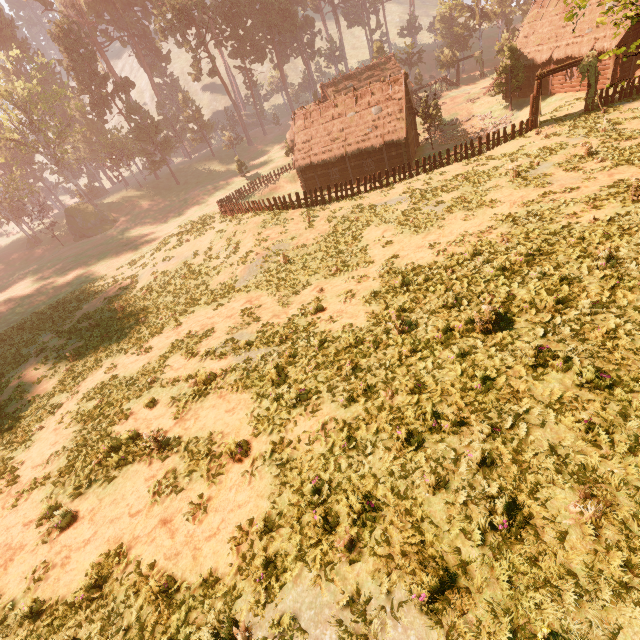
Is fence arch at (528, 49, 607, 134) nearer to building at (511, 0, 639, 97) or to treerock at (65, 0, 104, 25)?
treerock at (65, 0, 104, 25)

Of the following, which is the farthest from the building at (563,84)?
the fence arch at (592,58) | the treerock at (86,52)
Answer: the fence arch at (592,58)

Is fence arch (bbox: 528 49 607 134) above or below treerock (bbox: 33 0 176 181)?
below

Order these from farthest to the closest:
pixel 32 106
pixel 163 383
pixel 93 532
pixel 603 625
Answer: pixel 32 106, pixel 163 383, pixel 93 532, pixel 603 625

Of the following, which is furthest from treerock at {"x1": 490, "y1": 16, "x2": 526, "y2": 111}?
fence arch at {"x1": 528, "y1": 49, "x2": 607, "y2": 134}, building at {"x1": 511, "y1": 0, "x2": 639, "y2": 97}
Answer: fence arch at {"x1": 528, "y1": 49, "x2": 607, "y2": 134}

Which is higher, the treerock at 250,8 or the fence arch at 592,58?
the treerock at 250,8

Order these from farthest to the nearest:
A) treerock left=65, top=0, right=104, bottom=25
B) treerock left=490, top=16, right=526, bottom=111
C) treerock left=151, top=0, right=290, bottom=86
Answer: treerock left=65, top=0, right=104, bottom=25
treerock left=151, top=0, right=290, bottom=86
treerock left=490, top=16, right=526, bottom=111
